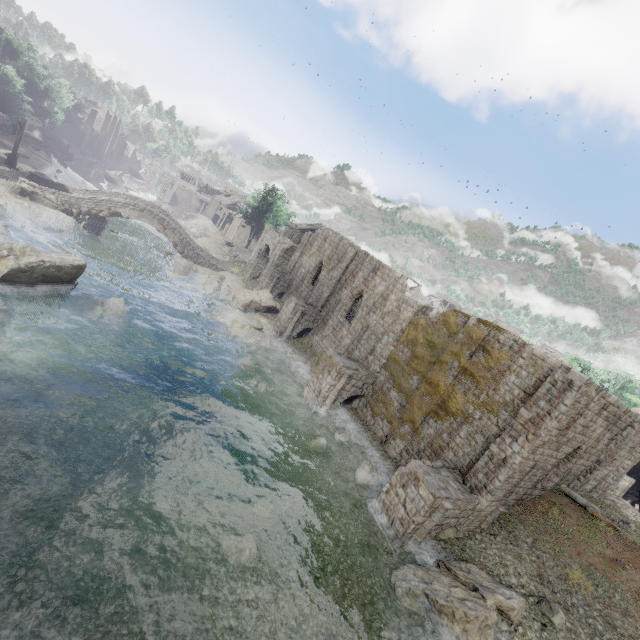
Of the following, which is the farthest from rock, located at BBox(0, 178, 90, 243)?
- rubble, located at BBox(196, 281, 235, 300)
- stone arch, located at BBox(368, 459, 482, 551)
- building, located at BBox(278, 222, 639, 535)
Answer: stone arch, located at BBox(368, 459, 482, 551)

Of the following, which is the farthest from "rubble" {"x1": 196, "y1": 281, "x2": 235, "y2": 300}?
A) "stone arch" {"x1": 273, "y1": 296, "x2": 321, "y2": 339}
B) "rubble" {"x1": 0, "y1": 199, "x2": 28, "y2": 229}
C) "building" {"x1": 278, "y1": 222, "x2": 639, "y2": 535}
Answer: "rubble" {"x1": 0, "y1": 199, "x2": 28, "y2": 229}

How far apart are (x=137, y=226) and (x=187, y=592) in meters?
48.2 m

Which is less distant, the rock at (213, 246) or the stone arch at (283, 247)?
the stone arch at (283, 247)

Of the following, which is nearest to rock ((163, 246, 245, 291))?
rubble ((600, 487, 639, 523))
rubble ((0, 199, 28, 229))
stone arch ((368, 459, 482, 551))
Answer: rubble ((0, 199, 28, 229))

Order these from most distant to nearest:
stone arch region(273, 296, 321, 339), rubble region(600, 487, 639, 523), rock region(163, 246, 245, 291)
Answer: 1. rock region(163, 246, 245, 291)
2. stone arch region(273, 296, 321, 339)
3. rubble region(600, 487, 639, 523)

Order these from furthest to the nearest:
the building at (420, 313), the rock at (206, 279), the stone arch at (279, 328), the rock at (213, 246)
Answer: the rock at (213, 246) < the rock at (206, 279) < the stone arch at (279, 328) < the building at (420, 313)

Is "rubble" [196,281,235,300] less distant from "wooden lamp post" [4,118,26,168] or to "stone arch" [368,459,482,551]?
"wooden lamp post" [4,118,26,168]
